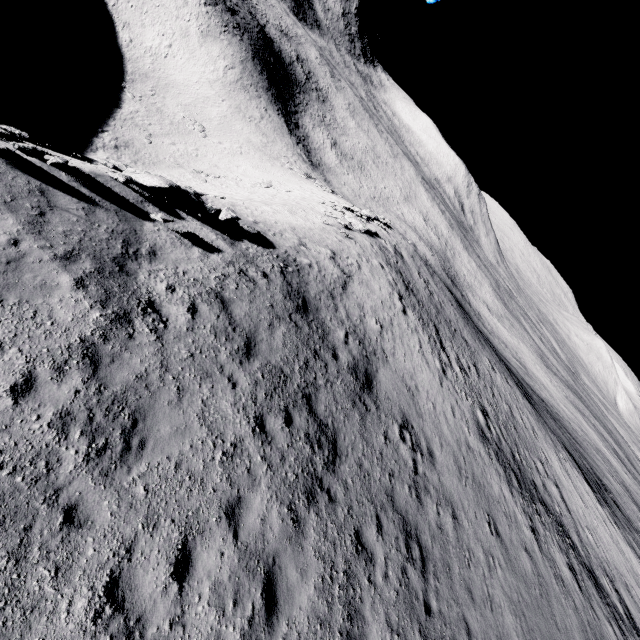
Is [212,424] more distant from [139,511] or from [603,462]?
[603,462]

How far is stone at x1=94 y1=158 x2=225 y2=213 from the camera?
11.2 meters

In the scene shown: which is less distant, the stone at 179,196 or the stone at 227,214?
the stone at 179,196

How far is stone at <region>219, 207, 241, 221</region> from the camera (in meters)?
13.13

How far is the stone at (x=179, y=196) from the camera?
11.23m

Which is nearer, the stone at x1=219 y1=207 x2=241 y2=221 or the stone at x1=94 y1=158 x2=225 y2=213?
the stone at x1=94 y1=158 x2=225 y2=213
